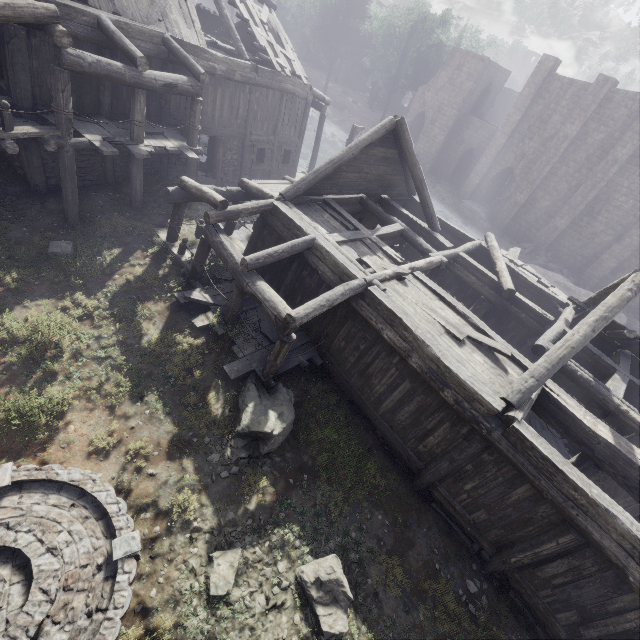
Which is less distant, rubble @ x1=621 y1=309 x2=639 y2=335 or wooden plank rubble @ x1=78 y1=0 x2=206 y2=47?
wooden plank rubble @ x1=78 y1=0 x2=206 y2=47

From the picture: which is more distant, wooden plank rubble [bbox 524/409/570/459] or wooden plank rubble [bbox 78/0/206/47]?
wooden plank rubble [bbox 524/409/570/459]

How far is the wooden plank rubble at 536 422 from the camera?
13.7m

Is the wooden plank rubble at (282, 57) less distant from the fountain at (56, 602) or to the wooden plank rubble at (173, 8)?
the wooden plank rubble at (173, 8)

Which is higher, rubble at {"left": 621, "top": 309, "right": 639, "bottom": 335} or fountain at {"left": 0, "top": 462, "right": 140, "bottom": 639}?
fountain at {"left": 0, "top": 462, "right": 140, "bottom": 639}

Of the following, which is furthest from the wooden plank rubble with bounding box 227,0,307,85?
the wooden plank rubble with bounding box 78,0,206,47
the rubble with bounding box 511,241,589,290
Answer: the rubble with bounding box 511,241,589,290

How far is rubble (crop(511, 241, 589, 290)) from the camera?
28.2 meters

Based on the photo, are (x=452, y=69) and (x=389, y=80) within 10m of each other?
yes
